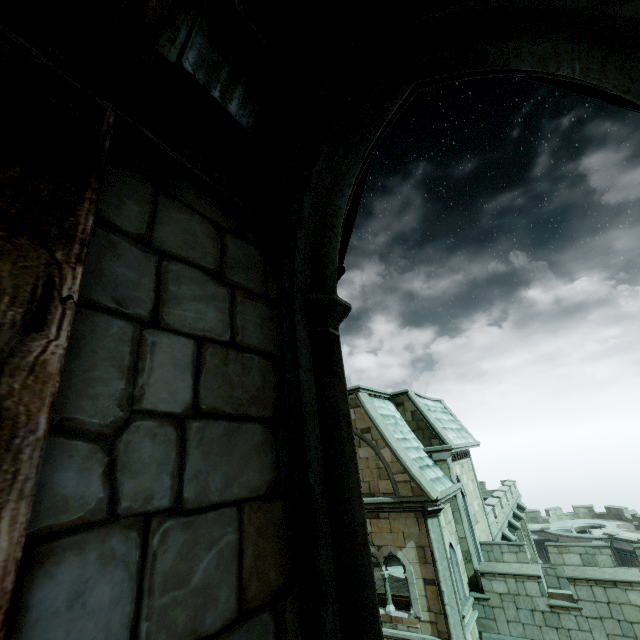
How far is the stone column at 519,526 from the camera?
18.9m

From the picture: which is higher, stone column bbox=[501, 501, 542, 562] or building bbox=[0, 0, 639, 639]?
building bbox=[0, 0, 639, 639]

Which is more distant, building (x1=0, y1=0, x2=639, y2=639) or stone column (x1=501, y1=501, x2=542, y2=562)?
stone column (x1=501, y1=501, x2=542, y2=562)

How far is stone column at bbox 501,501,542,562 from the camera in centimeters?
1894cm

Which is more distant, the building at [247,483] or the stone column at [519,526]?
the stone column at [519,526]

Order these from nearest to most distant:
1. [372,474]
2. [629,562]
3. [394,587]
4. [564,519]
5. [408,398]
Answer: [372,474], [394,587], [408,398], [629,562], [564,519]
